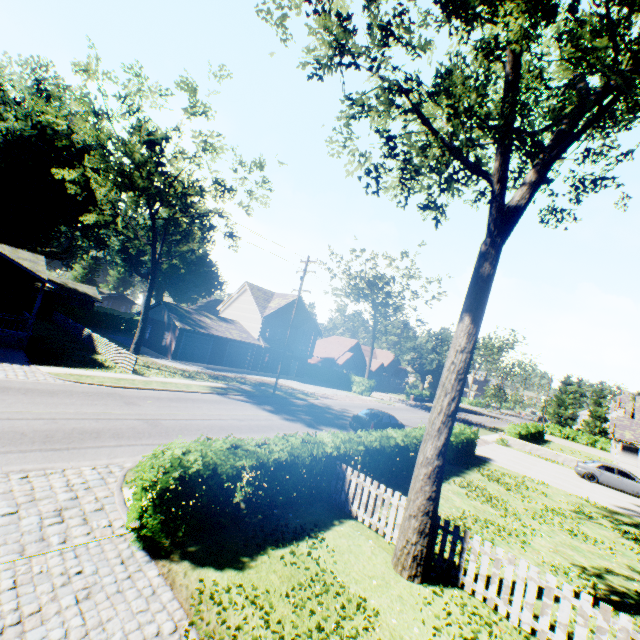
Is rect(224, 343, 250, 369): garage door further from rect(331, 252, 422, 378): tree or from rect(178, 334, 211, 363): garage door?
rect(331, 252, 422, 378): tree

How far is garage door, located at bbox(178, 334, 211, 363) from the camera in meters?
33.8 m

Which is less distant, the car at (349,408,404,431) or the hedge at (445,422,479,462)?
the hedge at (445,422,479,462)

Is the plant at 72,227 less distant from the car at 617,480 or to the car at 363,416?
the car at 363,416

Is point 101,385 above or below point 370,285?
below

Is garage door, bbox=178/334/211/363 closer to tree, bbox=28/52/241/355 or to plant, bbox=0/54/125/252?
tree, bbox=28/52/241/355

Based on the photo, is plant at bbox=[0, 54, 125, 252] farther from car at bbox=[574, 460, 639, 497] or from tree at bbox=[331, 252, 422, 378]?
car at bbox=[574, 460, 639, 497]

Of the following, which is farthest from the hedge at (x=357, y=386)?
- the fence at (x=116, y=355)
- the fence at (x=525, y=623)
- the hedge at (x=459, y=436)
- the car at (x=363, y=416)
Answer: the fence at (x=525, y=623)
